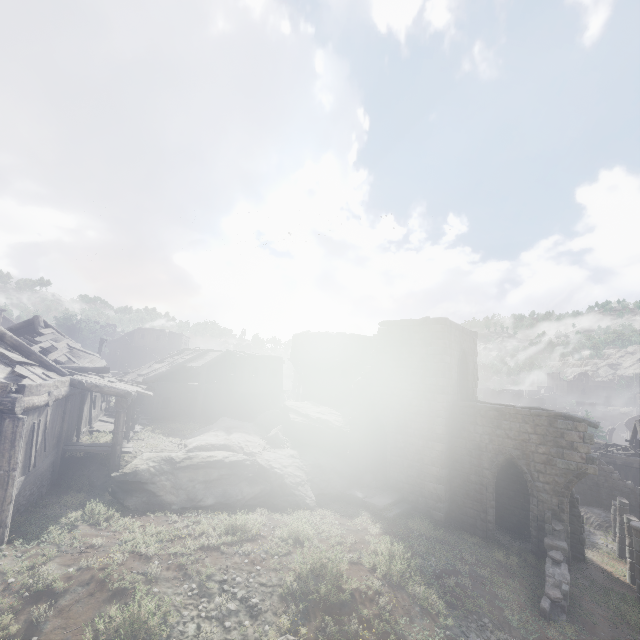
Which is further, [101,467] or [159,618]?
[101,467]

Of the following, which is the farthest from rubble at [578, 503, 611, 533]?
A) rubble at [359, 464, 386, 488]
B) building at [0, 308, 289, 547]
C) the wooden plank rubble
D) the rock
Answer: the wooden plank rubble

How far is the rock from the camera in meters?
13.0 m

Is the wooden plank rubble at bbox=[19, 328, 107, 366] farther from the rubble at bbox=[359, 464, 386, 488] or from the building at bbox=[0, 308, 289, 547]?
the rubble at bbox=[359, 464, 386, 488]

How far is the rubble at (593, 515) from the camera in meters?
21.6 m

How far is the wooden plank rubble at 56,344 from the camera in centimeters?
1762cm

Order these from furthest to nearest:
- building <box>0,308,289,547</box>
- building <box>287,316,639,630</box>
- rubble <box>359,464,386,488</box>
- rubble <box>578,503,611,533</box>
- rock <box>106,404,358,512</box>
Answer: rubble <box>578,503,611,533</box> < rubble <box>359,464,386,488</box> < building <box>287,316,639,630</box> < rock <box>106,404,358,512</box> < building <box>0,308,289,547</box>

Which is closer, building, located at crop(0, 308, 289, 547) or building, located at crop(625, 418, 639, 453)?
building, located at crop(0, 308, 289, 547)
